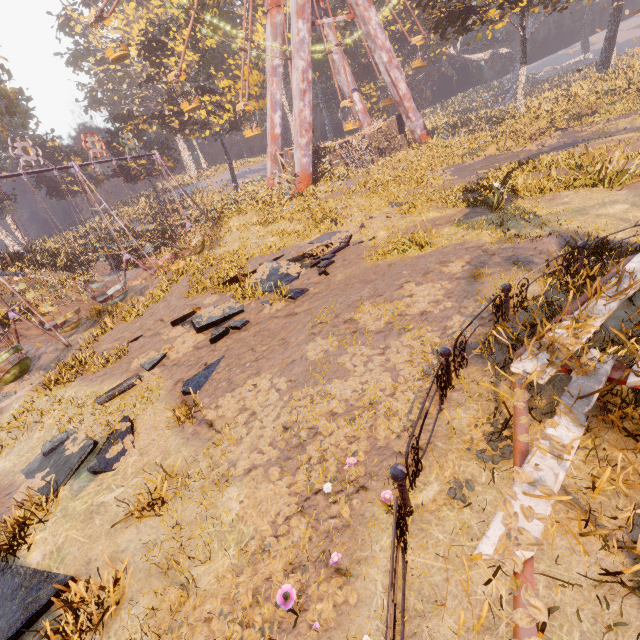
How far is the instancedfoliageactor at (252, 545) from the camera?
3.52m

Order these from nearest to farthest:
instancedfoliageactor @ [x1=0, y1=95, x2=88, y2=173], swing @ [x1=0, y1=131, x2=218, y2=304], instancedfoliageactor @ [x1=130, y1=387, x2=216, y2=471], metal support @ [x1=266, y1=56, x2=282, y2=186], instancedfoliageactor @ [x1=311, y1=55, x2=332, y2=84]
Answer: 1. instancedfoliageactor @ [x1=130, y1=387, x2=216, y2=471]
2. swing @ [x1=0, y1=131, x2=218, y2=304]
3. metal support @ [x1=266, y1=56, x2=282, y2=186]
4. instancedfoliageactor @ [x1=0, y1=95, x2=88, y2=173]
5. instancedfoliageactor @ [x1=311, y1=55, x2=332, y2=84]

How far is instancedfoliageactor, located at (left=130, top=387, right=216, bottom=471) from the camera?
5.8m

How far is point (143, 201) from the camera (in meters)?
50.56

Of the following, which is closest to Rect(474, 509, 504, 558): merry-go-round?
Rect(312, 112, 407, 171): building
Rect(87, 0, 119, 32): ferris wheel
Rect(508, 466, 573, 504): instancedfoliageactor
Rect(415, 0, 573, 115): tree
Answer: Rect(508, 466, 573, 504): instancedfoliageactor

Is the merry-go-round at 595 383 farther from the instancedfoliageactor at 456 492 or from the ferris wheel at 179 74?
the ferris wheel at 179 74

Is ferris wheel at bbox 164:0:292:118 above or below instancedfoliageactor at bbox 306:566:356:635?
above

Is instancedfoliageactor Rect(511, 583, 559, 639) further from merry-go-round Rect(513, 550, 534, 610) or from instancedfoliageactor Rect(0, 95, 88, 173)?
instancedfoliageactor Rect(0, 95, 88, 173)
